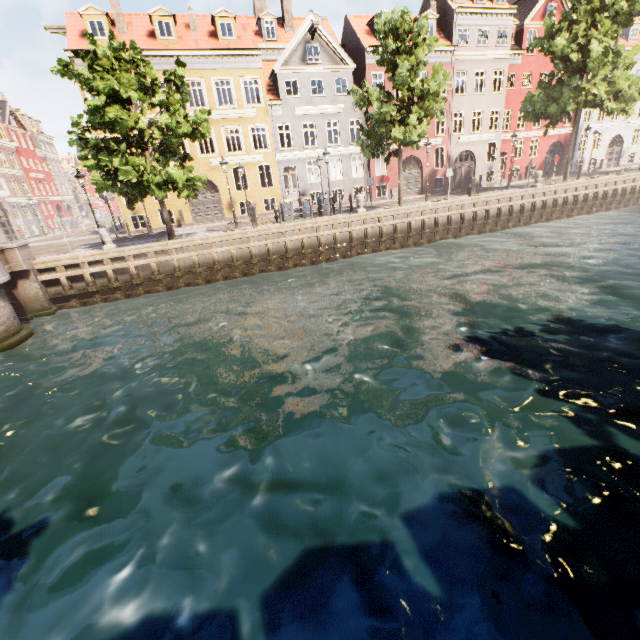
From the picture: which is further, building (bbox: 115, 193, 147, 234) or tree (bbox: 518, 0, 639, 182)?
building (bbox: 115, 193, 147, 234)

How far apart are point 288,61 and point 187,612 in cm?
3008

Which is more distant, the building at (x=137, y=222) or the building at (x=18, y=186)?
the building at (x=18, y=186)

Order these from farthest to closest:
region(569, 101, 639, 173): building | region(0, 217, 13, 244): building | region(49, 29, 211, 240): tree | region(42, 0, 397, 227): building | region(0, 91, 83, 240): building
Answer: region(569, 101, 639, 173): building
region(0, 91, 83, 240): building
region(0, 217, 13, 244): building
region(42, 0, 397, 227): building
region(49, 29, 211, 240): tree

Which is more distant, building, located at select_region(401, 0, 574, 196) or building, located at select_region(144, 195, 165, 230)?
building, located at select_region(401, 0, 574, 196)

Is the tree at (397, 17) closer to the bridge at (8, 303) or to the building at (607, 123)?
the bridge at (8, 303)

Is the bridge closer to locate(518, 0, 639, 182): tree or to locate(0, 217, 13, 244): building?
locate(518, 0, 639, 182): tree
